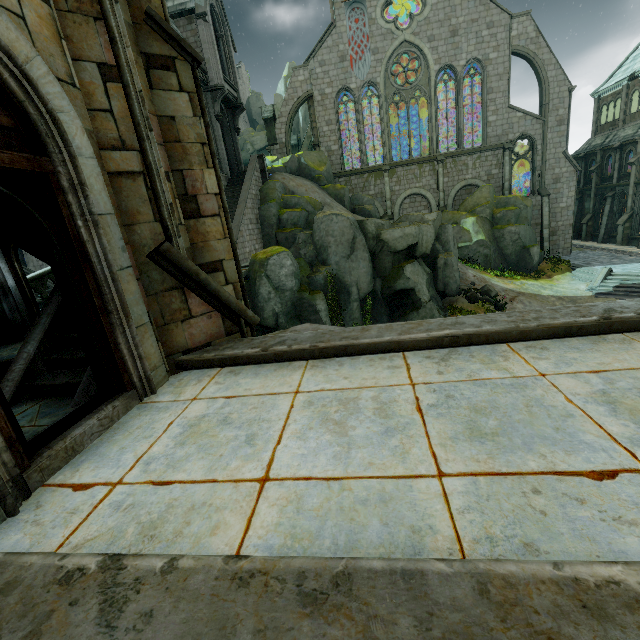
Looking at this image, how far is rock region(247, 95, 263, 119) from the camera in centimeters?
5903cm

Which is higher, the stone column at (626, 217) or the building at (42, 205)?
the building at (42, 205)

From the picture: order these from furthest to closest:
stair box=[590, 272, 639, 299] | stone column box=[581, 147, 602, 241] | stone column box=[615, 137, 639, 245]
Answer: stone column box=[581, 147, 602, 241]
stone column box=[615, 137, 639, 245]
stair box=[590, 272, 639, 299]

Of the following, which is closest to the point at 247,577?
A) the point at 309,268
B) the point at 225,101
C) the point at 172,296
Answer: the point at 172,296

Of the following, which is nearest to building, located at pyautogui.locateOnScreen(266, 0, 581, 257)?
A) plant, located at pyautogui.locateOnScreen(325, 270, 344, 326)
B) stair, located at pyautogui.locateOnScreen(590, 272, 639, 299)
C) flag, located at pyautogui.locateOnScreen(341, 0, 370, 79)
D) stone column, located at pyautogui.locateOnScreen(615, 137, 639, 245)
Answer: flag, located at pyautogui.locateOnScreen(341, 0, 370, 79)

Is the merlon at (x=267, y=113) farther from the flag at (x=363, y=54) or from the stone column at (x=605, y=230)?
the stone column at (x=605, y=230)

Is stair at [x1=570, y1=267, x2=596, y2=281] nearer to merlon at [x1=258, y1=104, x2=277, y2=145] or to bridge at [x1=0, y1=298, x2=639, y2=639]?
bridge at [x1=0, y1=298, x2=639, y2=639]

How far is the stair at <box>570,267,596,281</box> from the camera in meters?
23.8 m
